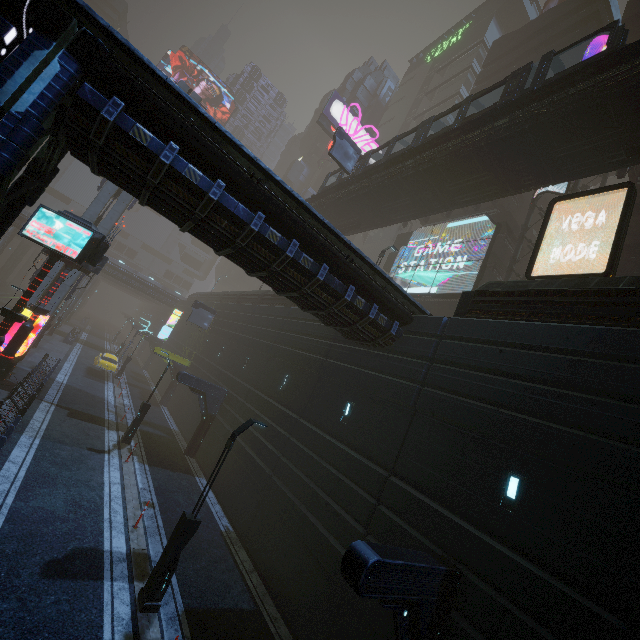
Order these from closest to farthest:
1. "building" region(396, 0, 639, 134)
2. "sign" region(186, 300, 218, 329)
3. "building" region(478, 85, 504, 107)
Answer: "building" region(396, 0, 639, 134), "sign" region(186, 300, 218, 329), "building" region(478, 85, 504, 107)

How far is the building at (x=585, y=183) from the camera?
23.51m

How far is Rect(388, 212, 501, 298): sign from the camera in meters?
25.6 m

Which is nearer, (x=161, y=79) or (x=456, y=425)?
(x=161, y=79)

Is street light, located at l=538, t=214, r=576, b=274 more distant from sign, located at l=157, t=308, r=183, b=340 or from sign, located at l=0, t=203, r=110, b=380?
sign, located at l=157, t=308, r=183, b=340

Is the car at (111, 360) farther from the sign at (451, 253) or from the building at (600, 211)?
the sign at (451, 253)

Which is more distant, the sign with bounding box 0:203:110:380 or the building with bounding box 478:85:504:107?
the building with bounding box 478:85:504:107

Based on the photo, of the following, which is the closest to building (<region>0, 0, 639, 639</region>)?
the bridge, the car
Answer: the car
